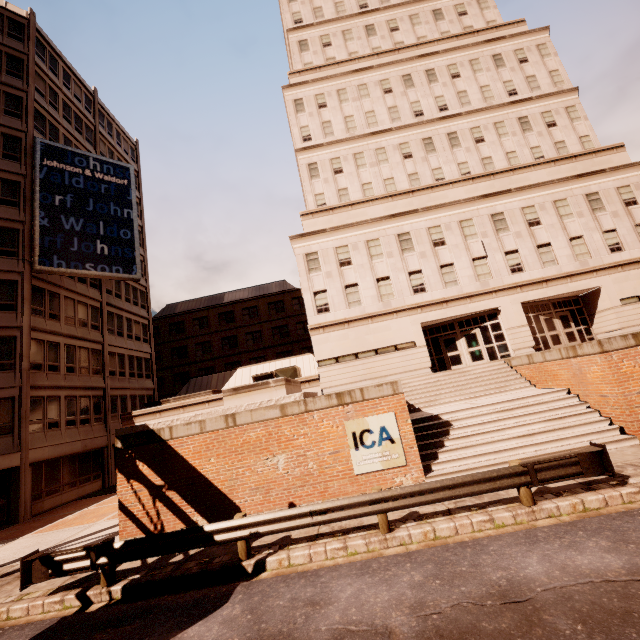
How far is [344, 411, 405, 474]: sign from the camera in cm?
1072

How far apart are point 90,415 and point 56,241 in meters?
13.0 m

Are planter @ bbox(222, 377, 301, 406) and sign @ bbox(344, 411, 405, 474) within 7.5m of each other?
yes

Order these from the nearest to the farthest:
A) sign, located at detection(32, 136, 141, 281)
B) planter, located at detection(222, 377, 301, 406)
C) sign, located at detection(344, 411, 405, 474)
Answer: sign, located at detection(344, 411, 405, 474) → planter, located at detection(222, 377, 301, 406) → sign, located at detection(32, 136, 141, 281)

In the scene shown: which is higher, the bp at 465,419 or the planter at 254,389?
the planter at 254,389

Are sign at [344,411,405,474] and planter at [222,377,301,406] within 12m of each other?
yes

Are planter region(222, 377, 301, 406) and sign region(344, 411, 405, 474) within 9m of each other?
yes

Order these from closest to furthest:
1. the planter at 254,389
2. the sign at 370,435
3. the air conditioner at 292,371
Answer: the sign at 370,435 < the planter at 254,389 < the air conditioner at 292,371
